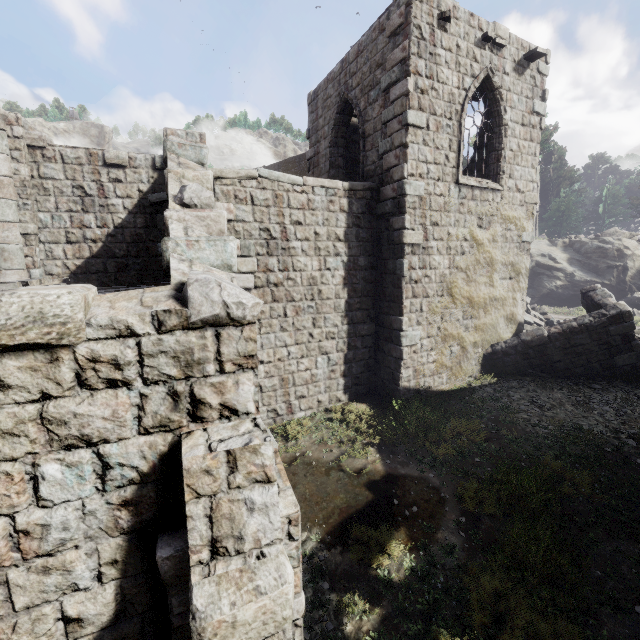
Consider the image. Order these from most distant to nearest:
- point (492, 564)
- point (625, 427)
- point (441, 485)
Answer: point (625, 427) → point (441, 485) → point (492, 564)

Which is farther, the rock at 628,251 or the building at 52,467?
the rock at 628,251

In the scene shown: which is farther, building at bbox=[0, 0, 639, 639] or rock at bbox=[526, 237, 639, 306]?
rock at bbox=[526, 237, 639, 306]
